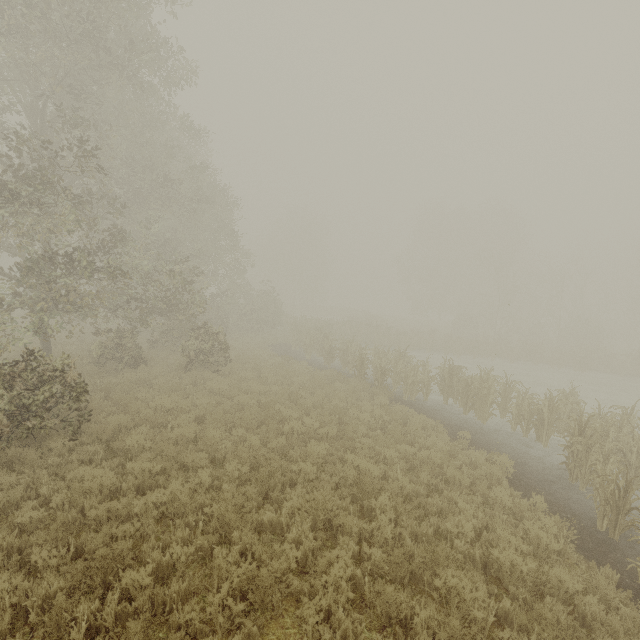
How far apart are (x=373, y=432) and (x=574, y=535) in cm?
506
